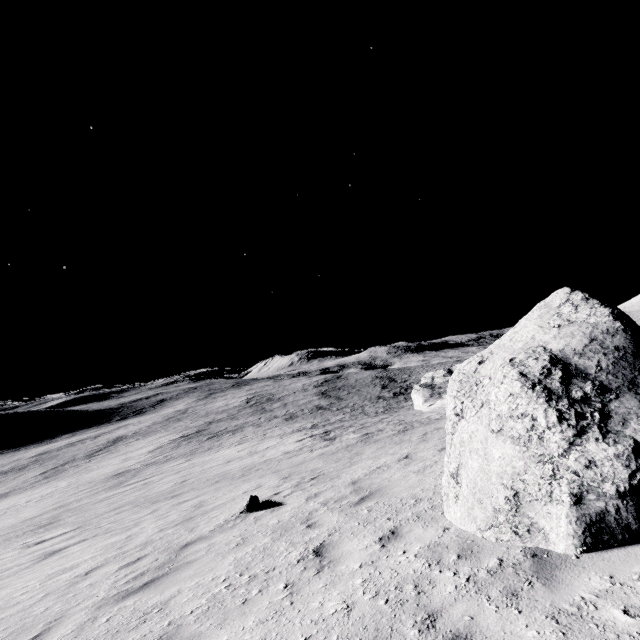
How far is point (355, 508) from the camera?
6.22m
